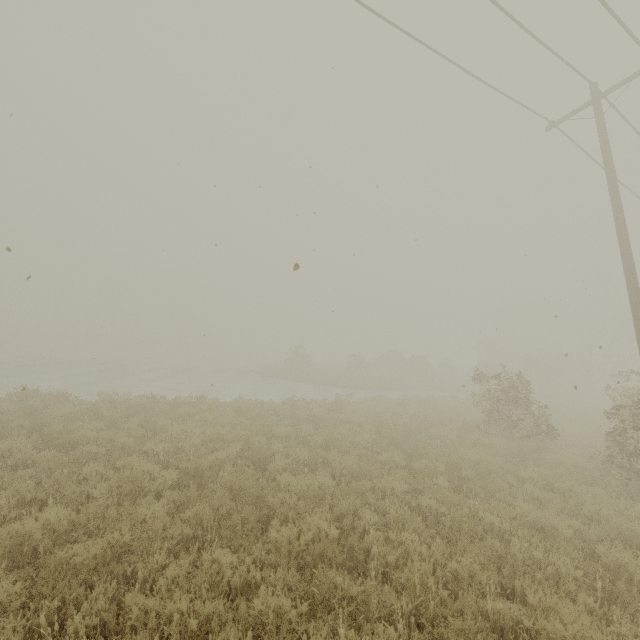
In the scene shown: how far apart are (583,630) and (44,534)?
7.2 meters
